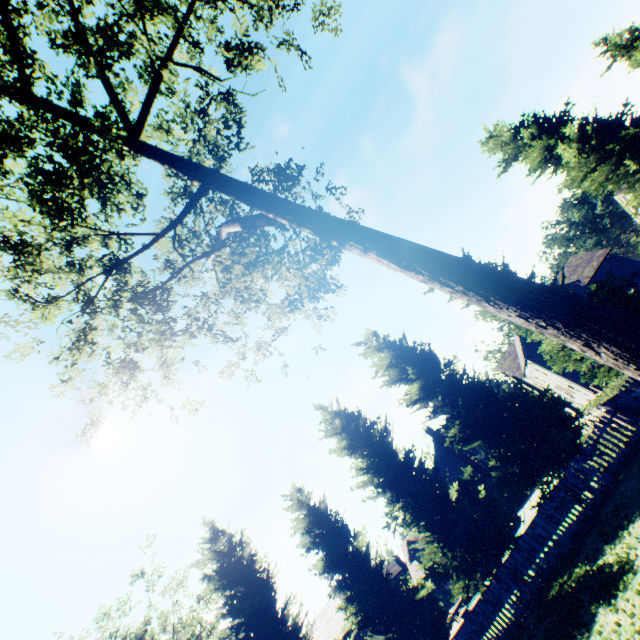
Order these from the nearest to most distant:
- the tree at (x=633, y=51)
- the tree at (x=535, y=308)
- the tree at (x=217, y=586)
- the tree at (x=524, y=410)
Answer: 1. the tree at (x=535, y=308)
2. the tree at (x=524, y=410)
3. the tree at (x=217, y=586)
4. the tree at (x=633, y=51)

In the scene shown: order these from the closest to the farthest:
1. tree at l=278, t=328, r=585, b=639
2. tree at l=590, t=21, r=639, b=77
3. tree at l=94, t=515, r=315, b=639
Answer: tree at l=278, t=328, r=585, b=639
tree at l=94, t=515, r=315, b=639
tree at l=590, t=21, r=639, b=77

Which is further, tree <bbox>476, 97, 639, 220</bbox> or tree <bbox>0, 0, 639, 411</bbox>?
tree <bbox>476, 97, 639, 220</bbox>

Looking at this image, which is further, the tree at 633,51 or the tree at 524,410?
the tree at 633,51

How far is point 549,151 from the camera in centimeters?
1880cm
